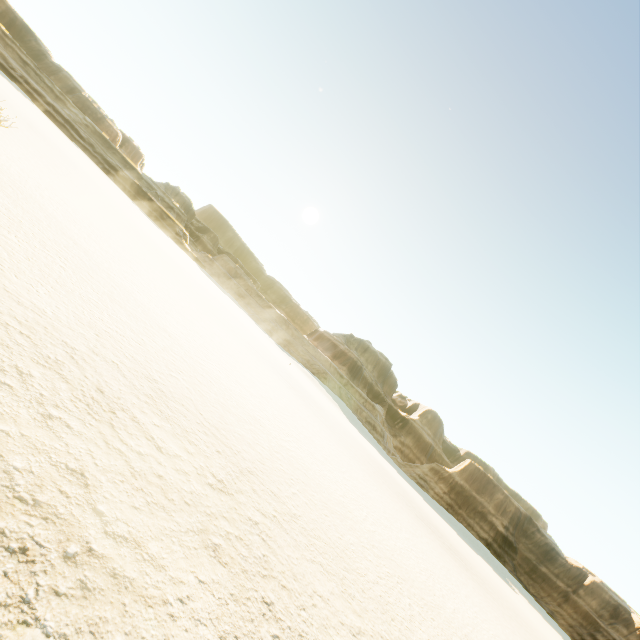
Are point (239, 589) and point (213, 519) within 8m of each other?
yes
